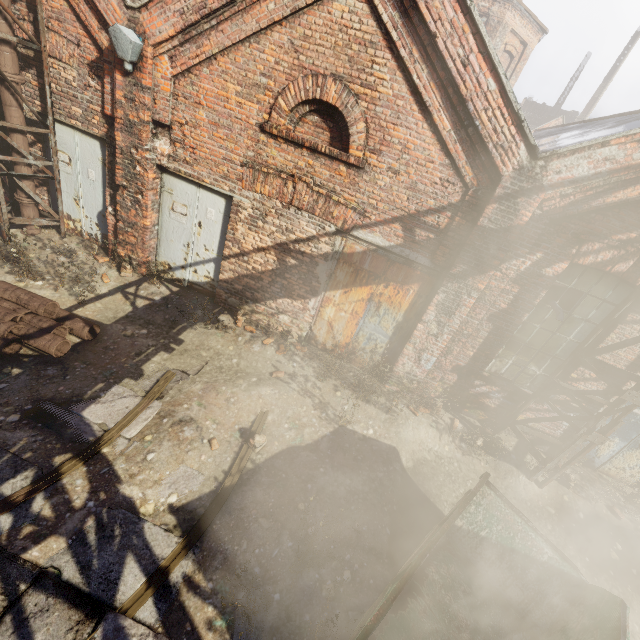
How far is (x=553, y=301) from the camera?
5.8 meters

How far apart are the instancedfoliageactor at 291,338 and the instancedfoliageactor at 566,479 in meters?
5.4

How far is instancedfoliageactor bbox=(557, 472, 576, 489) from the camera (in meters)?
6.50

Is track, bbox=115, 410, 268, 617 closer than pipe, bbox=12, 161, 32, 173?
Yes

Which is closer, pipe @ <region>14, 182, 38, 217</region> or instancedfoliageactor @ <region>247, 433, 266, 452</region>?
instancedfoliageactor @ <region>247, 433, 266, 452</region>

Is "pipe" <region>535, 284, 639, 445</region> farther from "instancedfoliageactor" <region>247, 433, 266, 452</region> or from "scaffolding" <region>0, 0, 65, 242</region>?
"instancedfoliageactor" <region>247, 433, 266, 452</region>

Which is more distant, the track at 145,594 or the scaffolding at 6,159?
the scaffolding at 6,159

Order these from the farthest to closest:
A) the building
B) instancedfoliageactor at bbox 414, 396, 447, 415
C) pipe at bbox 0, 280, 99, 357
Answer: the building → instancedfoliageactor at bbox 414, 396, 447, 415 → pipe at bbox 0, 280, 99, 357
